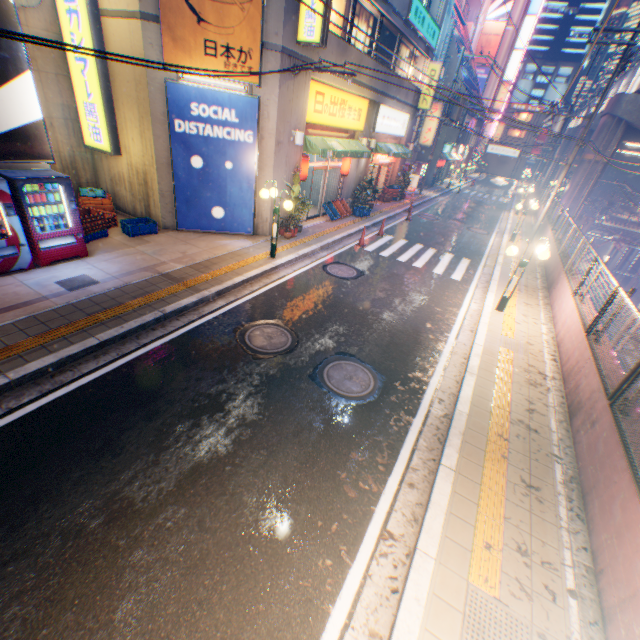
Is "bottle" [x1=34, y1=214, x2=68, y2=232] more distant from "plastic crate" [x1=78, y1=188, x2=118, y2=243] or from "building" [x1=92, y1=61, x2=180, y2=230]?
"building" [x1=92, y1=61, x2=180, y2=230]

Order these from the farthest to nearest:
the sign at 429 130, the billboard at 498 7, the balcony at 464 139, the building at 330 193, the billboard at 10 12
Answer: the billboard at 498 7 → the balcony at 464 139 → the sign at 429 130 → the building at 330 193 → the billboard at 10 12

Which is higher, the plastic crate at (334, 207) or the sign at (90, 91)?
the sign at (90, 91)

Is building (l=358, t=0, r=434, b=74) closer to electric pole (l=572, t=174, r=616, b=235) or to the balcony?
the balcony

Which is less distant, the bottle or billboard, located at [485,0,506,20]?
the bottle

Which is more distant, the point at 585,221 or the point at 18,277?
the point at 585,221

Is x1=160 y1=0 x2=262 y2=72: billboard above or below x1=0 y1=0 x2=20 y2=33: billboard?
above

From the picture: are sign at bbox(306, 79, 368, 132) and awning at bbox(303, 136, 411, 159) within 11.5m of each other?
yes
